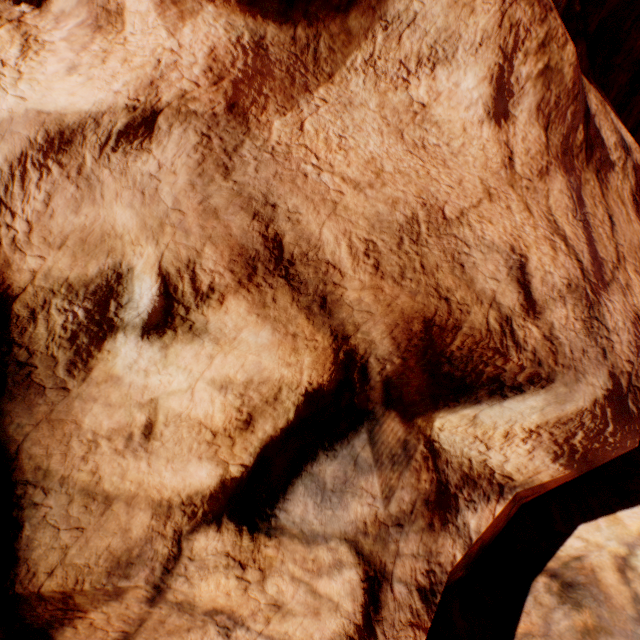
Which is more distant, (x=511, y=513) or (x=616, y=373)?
(x=511, y=513)
